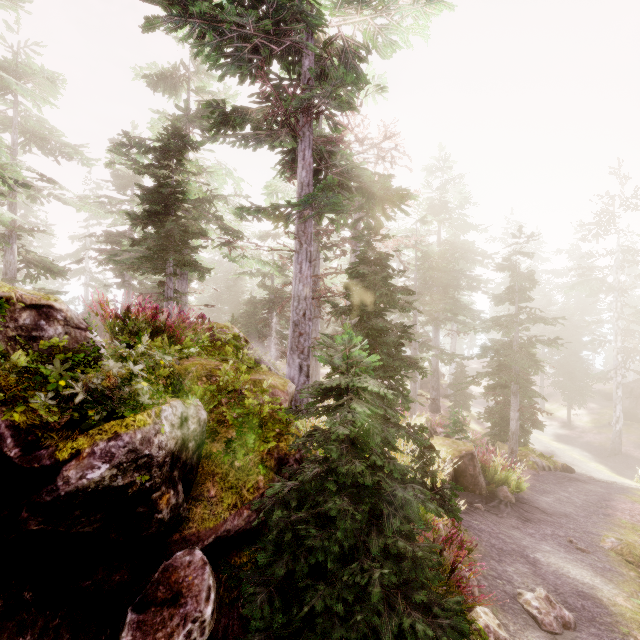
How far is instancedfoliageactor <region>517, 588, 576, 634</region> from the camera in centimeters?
555cm

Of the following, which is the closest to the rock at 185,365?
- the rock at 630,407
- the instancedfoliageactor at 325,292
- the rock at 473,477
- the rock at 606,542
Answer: the instancedfoliageactor at 325,292

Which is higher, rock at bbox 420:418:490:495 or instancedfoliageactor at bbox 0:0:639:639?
instancedfoliageactor at bbox 0:0:639:639

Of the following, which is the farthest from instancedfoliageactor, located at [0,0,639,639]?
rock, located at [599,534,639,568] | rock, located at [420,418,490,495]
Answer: rock, located at [599,534,639,568]

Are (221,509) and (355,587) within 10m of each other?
yes

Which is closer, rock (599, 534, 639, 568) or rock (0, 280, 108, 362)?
rock (0, 280, 108, 362)

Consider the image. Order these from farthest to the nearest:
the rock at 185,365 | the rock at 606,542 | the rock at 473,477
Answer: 1. the rock at 473,477
2. the rock at 606,542
3. the rock at 185,365

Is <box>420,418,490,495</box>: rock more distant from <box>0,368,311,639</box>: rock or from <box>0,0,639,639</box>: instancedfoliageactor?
<box>0,368,311,639</box>: rock
